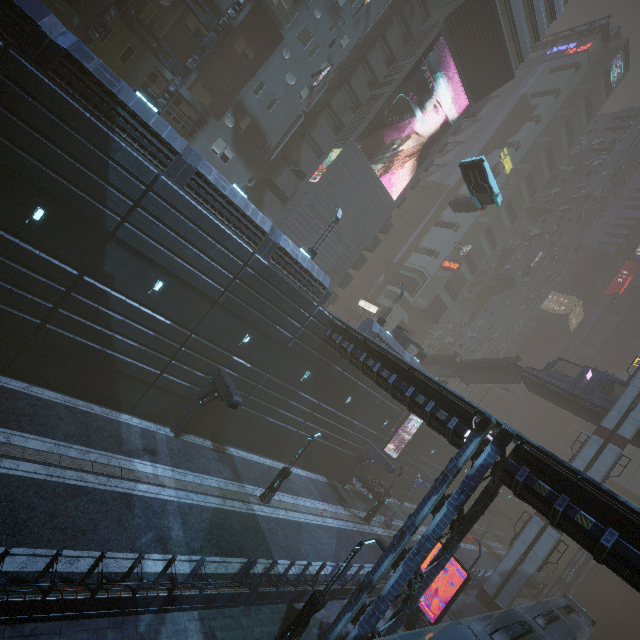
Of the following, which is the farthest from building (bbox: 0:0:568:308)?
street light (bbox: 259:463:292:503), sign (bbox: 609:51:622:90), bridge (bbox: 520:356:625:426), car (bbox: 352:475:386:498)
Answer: bridge (bbox: 520:356:625:426)

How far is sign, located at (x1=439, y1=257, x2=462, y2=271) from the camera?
54.3m

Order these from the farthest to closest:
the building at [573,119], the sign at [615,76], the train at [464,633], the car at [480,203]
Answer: the sign at [615,76] → the building at [573,119] → the car at [480,203] → the train at [464,633]

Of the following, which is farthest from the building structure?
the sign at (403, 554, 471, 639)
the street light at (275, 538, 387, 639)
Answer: the sign at (403, 554, 471, 639)

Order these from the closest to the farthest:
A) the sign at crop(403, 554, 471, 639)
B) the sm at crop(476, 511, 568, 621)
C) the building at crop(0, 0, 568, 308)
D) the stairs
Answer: the building at crop(0, 0, 568, 308)
the sign at crop(403, 554, 471, 639)
the sm at crop(476, 511, 568, 621)
the stairs

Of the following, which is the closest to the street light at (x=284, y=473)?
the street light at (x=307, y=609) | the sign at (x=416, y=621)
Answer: the street light at (x=307, y=609)

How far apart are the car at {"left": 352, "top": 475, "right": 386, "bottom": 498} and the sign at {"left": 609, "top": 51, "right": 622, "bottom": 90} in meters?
79.0 m

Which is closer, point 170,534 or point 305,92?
point 170,534
